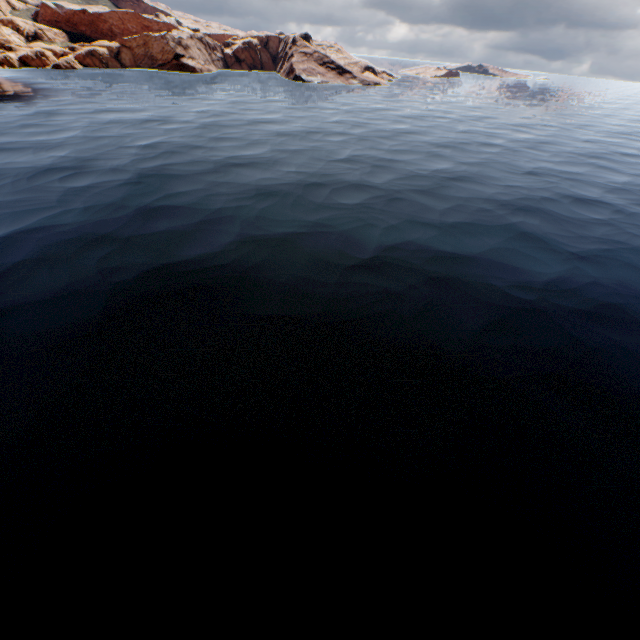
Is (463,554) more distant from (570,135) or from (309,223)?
(570,135)
